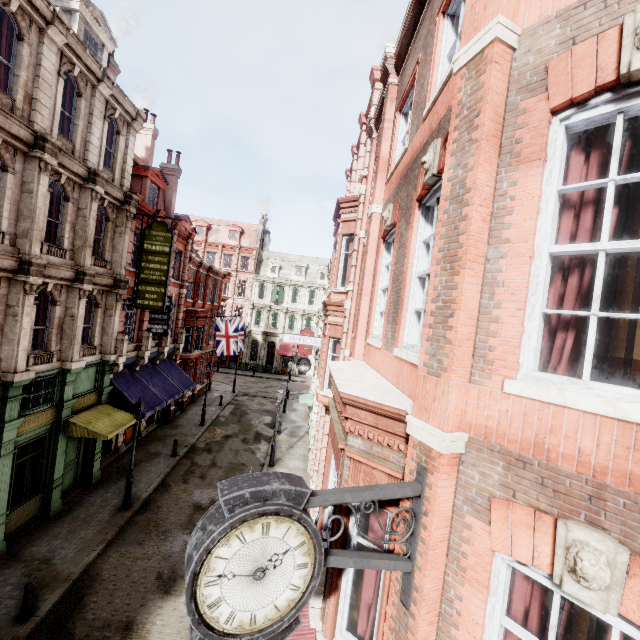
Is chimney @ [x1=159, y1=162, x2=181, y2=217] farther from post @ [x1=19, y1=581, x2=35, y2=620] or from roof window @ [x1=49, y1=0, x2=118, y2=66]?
post @ [x1=19, y1=581, x2=35, y2=620]

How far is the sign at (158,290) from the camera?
16.0m

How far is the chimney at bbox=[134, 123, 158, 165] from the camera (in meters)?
22.92

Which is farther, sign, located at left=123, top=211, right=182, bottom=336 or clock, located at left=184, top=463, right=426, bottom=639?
sign, located at left=123, top=211, right=182, bottom=336

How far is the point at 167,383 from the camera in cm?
2041

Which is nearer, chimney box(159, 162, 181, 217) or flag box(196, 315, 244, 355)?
chimney box(159, 162, 181, 217)

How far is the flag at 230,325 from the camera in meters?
25.5

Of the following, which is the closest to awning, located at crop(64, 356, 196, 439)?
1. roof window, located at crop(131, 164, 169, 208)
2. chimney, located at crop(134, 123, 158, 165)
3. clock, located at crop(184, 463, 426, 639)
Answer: roof window, located at crop(131, 164, 169, 208)
